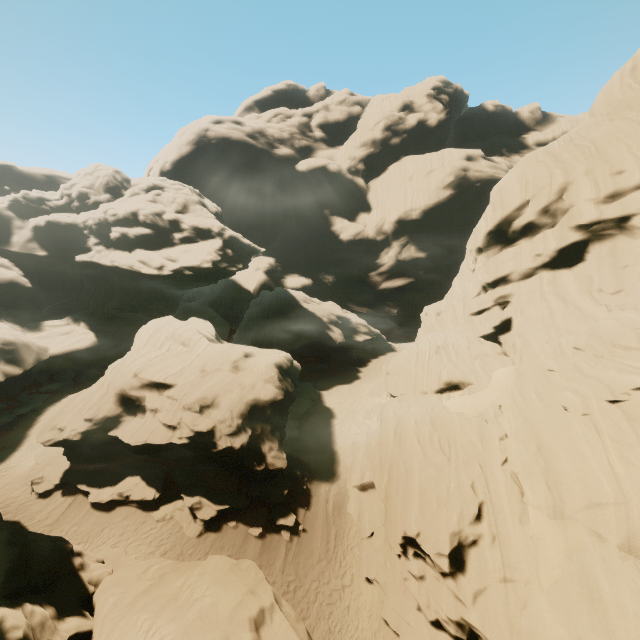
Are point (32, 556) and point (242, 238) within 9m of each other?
no

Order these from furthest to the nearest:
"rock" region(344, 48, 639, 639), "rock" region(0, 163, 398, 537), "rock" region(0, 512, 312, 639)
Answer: "rock" region(0, 163, 398, 537), "rock" region(344, 48, 639, 639), "rock" region(0, 512, 312, 639)

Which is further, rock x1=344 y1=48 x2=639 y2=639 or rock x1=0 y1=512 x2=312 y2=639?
rock x1=344 y1=48 x2=639 y2=639

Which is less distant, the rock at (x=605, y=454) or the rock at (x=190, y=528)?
the rock at (x=605, y=454)

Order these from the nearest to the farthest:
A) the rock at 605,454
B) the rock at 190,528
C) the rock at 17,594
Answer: the rock at 17,594, the rock at 605,454, the rock at 190,528
